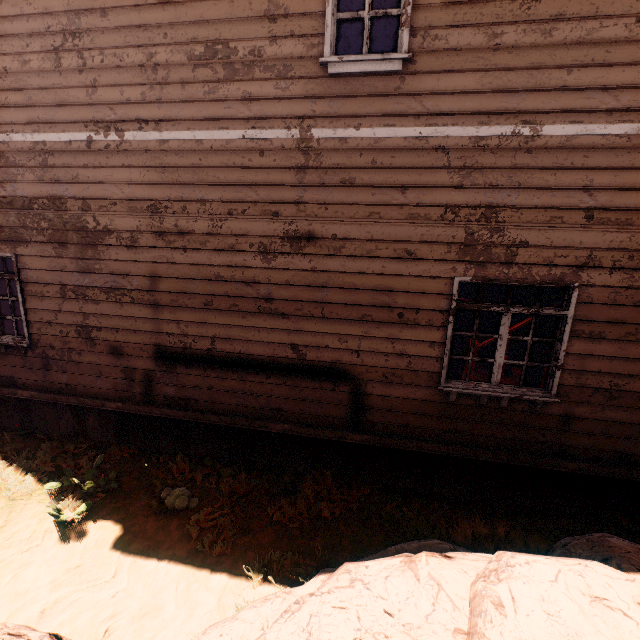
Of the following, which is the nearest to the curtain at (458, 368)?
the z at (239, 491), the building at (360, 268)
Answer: the building at (360, 268)

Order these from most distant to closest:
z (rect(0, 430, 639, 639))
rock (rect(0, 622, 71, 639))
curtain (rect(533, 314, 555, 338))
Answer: curtain (rect(533, 314, 555, 338)) < z (rect(0, 430, 639, 639)) < rock (rect(0, 622, 71, 639))

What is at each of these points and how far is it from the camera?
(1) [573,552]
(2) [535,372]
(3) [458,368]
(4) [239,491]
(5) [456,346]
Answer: (1) rock, 3.4 meters
(2) curtain, 4.3 meters
(3) curtain, 4.5 meters
(4) z, 4.8 meters
(5) curtain, 4.4 meters

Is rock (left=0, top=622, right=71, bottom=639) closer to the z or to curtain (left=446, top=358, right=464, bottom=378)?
the z

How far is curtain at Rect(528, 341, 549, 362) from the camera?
4.20m

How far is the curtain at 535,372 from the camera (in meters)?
4.28

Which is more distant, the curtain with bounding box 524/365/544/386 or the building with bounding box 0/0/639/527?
the curtain with bounding box 524/365/544/386

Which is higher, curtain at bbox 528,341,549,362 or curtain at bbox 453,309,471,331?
curtain at bbox 453,309,471,331
